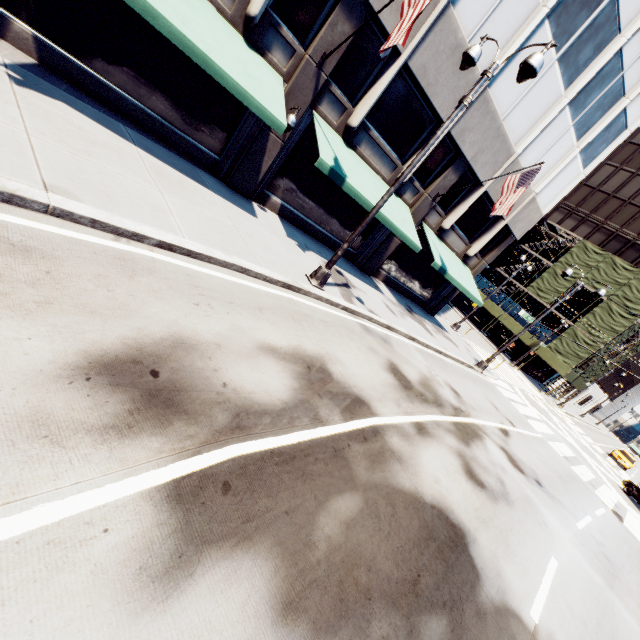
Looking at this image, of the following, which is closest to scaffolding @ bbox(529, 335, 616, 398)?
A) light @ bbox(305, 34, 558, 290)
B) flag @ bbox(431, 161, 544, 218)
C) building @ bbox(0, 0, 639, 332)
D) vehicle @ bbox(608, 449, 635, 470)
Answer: vehicle @ bbox(608, 449, 635, 470)

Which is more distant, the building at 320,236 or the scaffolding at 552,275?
the scaffolding at 552,275

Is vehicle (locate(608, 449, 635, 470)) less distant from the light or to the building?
the building

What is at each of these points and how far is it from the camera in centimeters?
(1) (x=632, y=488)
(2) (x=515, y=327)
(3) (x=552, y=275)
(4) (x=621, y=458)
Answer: (1) vehicle, 2111cm
(2) scaffolding, 4000cm
(3) scaffolding, 3881cm
(4) vehicle, 3300cm

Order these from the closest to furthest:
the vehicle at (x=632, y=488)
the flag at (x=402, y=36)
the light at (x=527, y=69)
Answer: the light at (x=527, y=69)
the flag at (x=402, y=36)
the vehicle at (x=632, y=488)

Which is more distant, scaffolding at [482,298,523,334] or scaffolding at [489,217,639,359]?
scaffolding at [482,298,523,334]

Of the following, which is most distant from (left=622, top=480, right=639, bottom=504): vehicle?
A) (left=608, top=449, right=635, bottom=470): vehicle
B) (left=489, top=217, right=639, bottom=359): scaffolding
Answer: (left=489, top=217, right=639, bottom=359): scaffolding

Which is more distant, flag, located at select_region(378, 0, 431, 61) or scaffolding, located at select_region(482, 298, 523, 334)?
scaffolding, located at select_region(482, 298, 523, 334)
